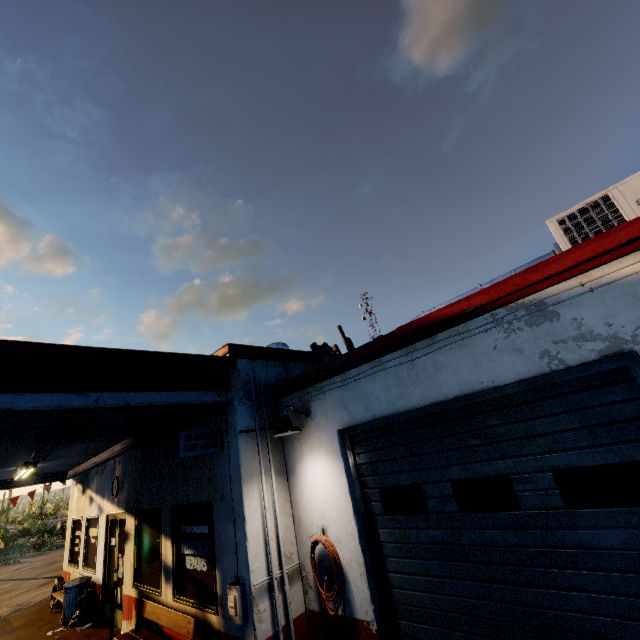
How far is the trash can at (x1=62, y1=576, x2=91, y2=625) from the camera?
8.84m

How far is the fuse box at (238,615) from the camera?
4.43m

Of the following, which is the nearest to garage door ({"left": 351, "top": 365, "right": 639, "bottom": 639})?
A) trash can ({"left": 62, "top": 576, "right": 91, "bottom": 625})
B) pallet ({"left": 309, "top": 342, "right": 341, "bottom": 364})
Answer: pallet ({"left": 309, "top": 342, "right": 341, "bottom": 364})

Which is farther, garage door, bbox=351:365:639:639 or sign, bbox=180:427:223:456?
sign, bbox=180:427:223:456

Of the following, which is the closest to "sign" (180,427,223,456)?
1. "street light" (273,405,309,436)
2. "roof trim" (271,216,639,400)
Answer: "roof trim" (271,216,639,400)

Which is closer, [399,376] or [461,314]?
[461,314]

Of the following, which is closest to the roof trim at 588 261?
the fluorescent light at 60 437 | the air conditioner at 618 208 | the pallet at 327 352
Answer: the pallet at 327 352

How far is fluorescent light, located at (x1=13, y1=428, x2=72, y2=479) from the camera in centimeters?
607cm
